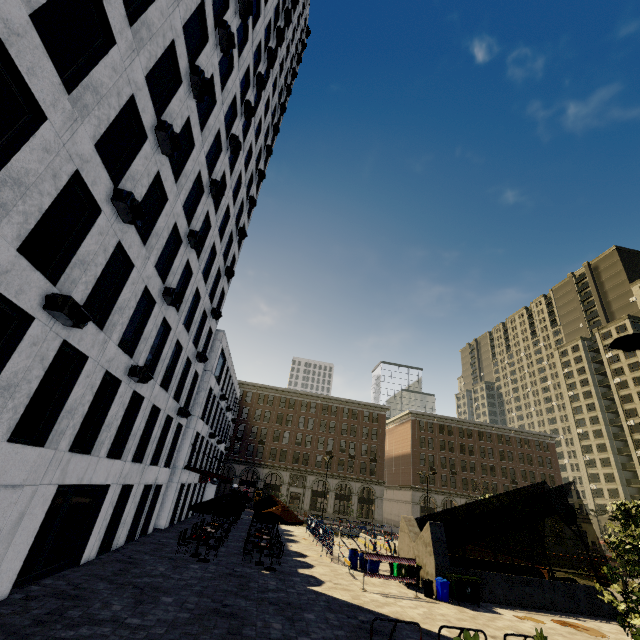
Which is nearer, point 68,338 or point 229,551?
point 68,338

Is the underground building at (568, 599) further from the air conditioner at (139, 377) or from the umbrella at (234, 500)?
the air conditioner at (139, 377)

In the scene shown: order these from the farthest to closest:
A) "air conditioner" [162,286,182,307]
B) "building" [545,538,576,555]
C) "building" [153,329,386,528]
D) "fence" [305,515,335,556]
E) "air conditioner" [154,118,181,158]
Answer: "building" [545,538,576,555] → "building" [153,329,386,528] → "fence" [305,515,335,556] → "air conditioner" [162,286,182,307] → "air conditioner" [154,118,181,158]

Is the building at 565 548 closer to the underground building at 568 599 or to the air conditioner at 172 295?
the air conditioner at 172 295

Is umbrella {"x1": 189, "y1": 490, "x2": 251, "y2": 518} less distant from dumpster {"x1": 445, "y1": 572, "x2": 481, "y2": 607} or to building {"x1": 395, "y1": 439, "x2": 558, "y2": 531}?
dumpster {"x1": 445, "y1": 572, "x2": 481, "y2": 607}

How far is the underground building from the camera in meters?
17.0 m

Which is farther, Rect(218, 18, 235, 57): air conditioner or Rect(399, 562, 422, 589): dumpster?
Rect(399, 562, 422, 589): dumpster

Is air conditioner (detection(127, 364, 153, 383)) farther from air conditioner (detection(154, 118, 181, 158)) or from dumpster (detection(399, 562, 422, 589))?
dumpster (detection(399, 562, 422, 589))
